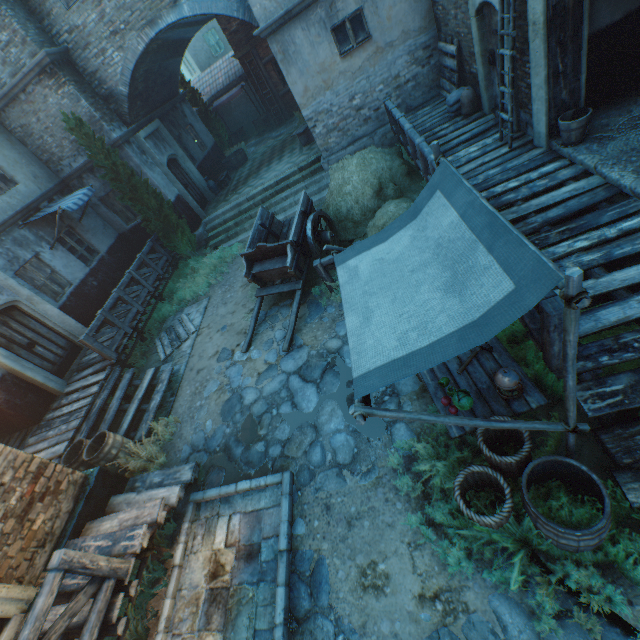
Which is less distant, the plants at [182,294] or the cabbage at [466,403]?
the cabbage at [466,403]

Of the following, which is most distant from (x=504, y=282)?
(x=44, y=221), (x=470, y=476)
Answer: (x=44, y=221)

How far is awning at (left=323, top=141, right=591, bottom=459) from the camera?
2.1 meters

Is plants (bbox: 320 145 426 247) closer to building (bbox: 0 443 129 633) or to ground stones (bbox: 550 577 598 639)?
building (bbox: 0 443 129 633)

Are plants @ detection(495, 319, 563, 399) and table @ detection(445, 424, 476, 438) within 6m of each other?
yes

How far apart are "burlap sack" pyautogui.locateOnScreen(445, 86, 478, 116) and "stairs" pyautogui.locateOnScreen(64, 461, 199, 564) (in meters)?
10.38

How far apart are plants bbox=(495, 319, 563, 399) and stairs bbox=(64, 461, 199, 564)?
5.59m

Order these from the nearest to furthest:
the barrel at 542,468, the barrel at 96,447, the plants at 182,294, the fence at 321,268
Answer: the barrel at 542,468, the barrel at 96,447, the fence at 321,268, the plants at 182,294
